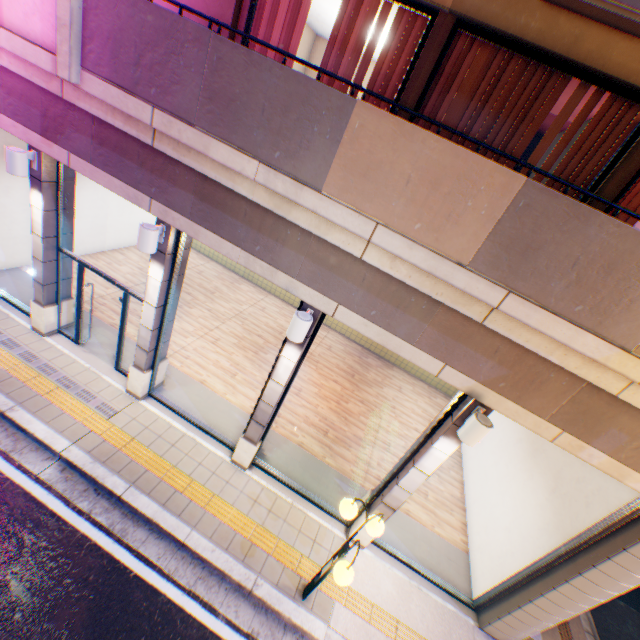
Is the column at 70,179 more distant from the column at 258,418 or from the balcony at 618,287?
the column at 258,418

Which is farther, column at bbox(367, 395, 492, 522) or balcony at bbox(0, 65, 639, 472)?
column at bbox(367, 395, 492, 522)

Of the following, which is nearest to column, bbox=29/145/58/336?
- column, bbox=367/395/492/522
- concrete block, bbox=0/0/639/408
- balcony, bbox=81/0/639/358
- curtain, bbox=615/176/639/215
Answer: concrete block, bbox=0/0/639/408

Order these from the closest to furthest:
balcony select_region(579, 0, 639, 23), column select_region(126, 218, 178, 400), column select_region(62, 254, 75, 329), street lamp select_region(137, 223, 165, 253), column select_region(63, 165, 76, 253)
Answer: balcony select_region(579, 0, 639, 23) < street lamp select_region(137, 223, 165, 253) < column select_region(126, 218, 178, 400) < column select_region(63, 165, 76, 253) < column select_region(62, 254, 75, 329)

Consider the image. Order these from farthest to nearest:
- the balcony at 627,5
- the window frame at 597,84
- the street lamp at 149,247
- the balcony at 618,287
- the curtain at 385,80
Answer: the street lamp at 149,247
the curtain at 385,80
the window frame at 597,84
the balcony at 618,287
the balcony at 627,5

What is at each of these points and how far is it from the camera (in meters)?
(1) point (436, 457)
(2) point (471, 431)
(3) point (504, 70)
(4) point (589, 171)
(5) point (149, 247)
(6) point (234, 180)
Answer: (1) column, 5.21
(2) street lamp, 4.38
(3) curtain, 4.37
(4) curtain, 4.41
(5) street lamp, 5.16
(6) concrete block, 4.50

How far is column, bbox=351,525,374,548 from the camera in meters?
6.3

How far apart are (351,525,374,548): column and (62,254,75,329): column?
8.2m
